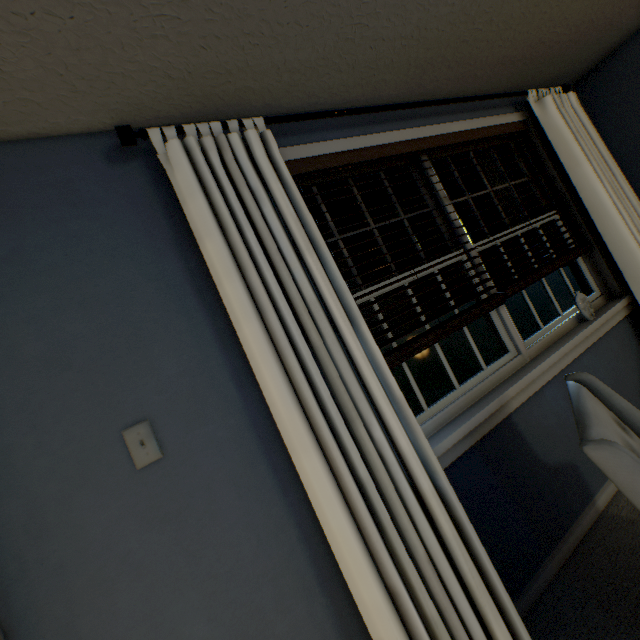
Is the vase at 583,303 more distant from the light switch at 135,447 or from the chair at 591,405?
the light switch at 135,447

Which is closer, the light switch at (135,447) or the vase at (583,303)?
the light switch at (135,447)

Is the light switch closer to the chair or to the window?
the window

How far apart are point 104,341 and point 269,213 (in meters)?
0.71

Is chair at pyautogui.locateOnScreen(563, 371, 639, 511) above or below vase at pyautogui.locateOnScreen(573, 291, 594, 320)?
below

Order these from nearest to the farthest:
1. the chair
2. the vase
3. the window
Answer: the chair < the window < the vase

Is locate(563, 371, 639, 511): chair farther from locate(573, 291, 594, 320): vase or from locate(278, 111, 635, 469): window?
locate(573, 291, 594, 320): vase

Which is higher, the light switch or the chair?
the light switch
